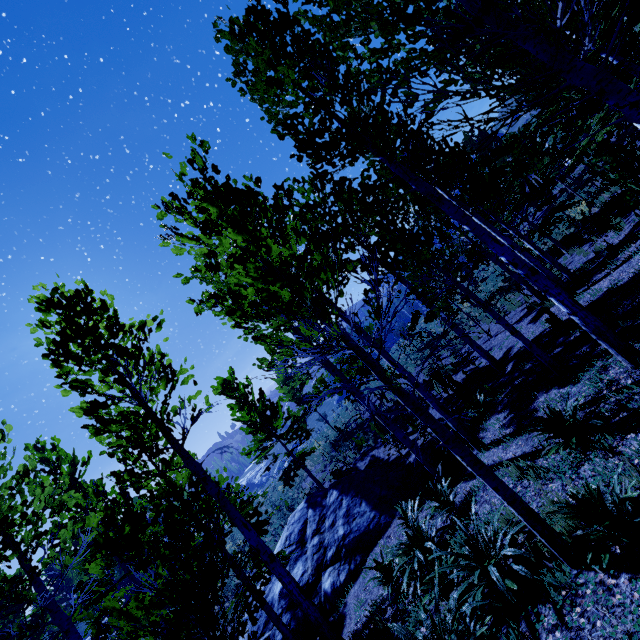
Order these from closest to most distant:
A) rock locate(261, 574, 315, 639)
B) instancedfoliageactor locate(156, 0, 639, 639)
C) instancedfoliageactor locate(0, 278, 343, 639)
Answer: instancedfoliageactor locate(156, 0, 639, 639), instancedfoliageactor locate(0, 278, 343, 639), rock locate(261, 574, 315, 639)

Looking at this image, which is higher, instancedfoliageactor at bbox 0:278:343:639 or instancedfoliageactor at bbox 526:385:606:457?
instancedfoliageactor at bbox 0:278:343:639

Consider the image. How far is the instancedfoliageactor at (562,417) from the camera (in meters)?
4.31

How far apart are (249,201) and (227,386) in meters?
16.2

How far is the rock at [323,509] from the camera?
8.5 meters

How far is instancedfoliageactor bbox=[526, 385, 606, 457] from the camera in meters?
4.3 m

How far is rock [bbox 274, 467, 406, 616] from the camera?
8.5 meters

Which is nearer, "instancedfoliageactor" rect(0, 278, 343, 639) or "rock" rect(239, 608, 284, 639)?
"instancedfoliageactor" rect(0, 278, 343, 639)
